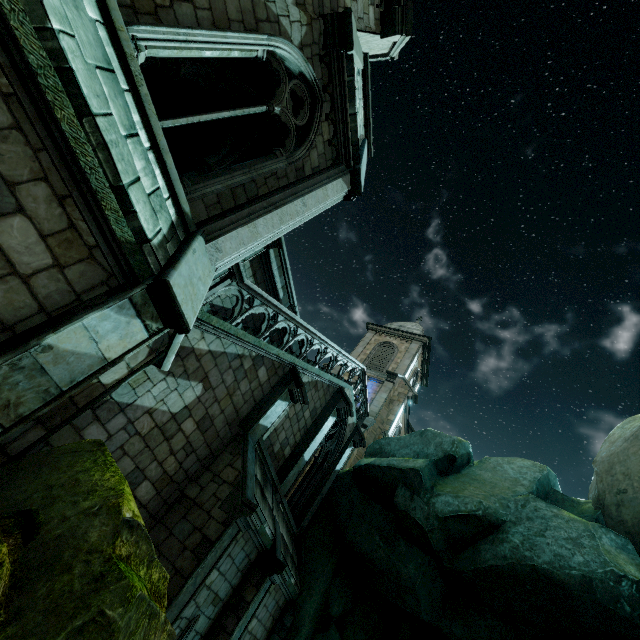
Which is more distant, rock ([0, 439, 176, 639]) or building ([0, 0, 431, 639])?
building ([0, 0, 431, 639])

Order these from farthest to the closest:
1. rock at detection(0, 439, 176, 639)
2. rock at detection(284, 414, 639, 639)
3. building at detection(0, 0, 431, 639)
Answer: rock at detection(284, 414, 639, 639), building at detection(0, 0, 431, 639), rock at detection(0, 439, 176, 639)

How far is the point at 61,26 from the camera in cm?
285

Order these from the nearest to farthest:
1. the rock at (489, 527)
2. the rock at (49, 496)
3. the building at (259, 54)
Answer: the rock at (49, 496) < the building at (259, 54) < the rock at (489, 527)

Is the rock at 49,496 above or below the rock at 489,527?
below

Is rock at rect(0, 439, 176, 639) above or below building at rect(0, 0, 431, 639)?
below

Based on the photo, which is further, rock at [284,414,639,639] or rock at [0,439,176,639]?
rock at [284,414,639,639]
